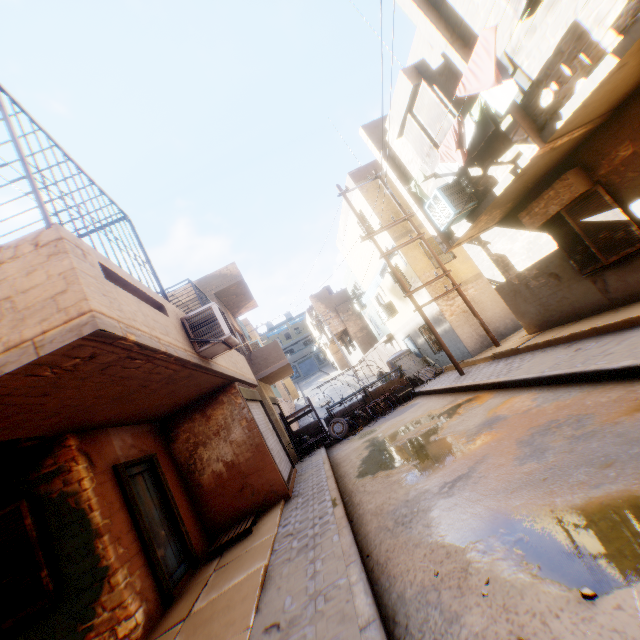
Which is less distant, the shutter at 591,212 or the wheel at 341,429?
the shutter at 591,212

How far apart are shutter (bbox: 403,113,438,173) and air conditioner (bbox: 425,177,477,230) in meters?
0.6

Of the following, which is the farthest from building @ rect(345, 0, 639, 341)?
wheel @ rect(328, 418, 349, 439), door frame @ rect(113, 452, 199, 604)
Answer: wheel @ rect(328, 418, 349, 439)

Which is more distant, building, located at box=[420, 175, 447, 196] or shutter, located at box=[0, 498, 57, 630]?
building, located at box=[420, 175, 447, 196]

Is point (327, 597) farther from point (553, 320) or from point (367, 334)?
point (367, 334)

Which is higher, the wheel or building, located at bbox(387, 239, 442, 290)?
building, located at bbox(387, 239, 442, 290)

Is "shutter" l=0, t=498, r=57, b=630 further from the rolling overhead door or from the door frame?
the rolling overhead door

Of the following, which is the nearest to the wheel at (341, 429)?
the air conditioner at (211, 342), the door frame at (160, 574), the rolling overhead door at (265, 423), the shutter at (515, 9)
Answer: the rolling overhead door at (265, 423)
